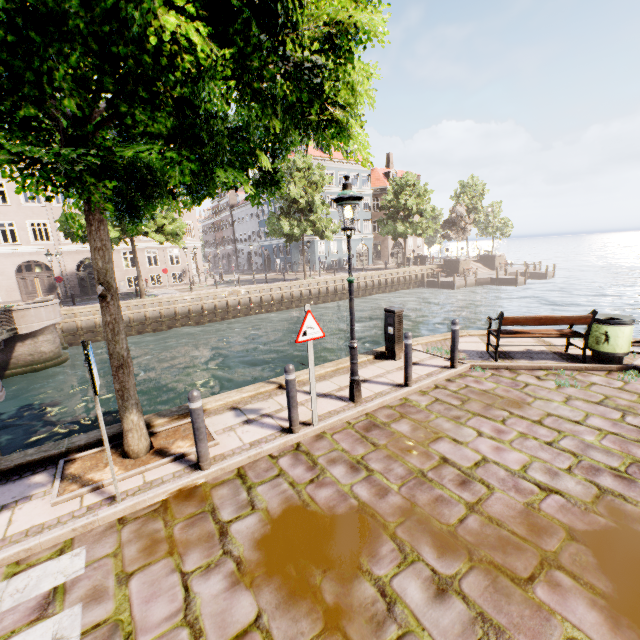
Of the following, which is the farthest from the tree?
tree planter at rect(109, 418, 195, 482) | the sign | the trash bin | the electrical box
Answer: the trash bin

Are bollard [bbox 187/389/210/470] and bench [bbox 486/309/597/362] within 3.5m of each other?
no

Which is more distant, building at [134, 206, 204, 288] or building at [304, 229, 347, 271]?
building at [304, 229, 347, 271]

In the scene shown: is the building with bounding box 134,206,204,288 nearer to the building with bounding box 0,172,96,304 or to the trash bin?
the building with bounding box 0,172,96,304

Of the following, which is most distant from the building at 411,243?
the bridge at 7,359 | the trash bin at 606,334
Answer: the trash bin at 606,334

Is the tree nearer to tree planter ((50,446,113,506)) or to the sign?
tree planter ((50,446,113,506))

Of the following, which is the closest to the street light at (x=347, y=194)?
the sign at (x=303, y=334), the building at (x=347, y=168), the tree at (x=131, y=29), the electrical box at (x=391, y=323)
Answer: the tree at (x=131, y=29)

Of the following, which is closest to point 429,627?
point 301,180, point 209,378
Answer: point 209,378
